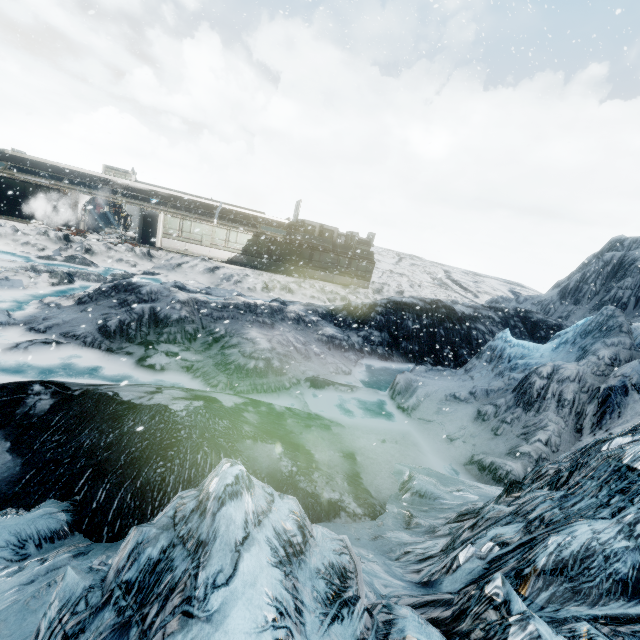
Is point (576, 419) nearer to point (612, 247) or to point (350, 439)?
point (350, 439)
